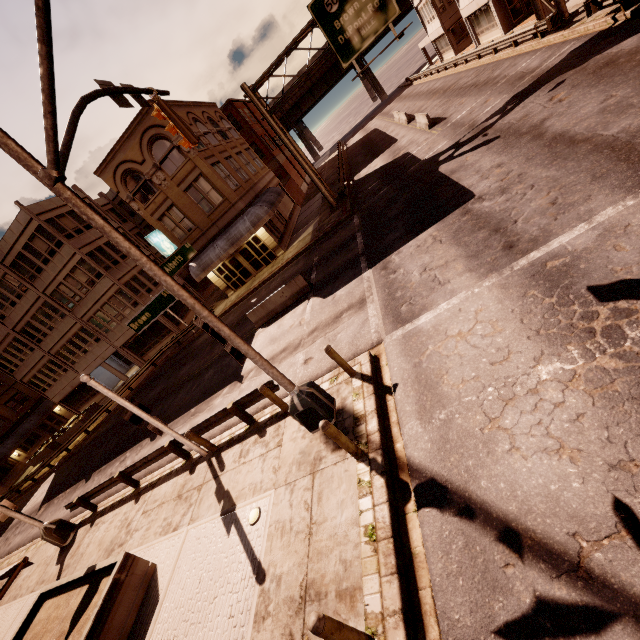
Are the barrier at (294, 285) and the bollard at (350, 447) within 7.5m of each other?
no

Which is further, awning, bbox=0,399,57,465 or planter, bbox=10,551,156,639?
awning, bbox=0,399,57,465

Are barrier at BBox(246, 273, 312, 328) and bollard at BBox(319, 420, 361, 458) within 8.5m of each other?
no

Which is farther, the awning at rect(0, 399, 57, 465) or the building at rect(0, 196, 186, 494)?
the awning at rect(0, 399, 57, 465)

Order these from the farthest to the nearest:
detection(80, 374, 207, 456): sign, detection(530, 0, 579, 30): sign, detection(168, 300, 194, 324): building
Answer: detection(168, 300, 194, 324): building
detection(530, 0, 579, 30): sign
detection(80, 374, 207, 456): sign

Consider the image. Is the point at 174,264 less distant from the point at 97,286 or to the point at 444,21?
the point at 97,286

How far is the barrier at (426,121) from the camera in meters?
23.3 m

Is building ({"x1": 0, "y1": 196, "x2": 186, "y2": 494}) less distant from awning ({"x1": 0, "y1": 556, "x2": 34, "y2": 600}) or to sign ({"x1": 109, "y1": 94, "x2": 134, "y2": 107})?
sign ({"x1": 109, "y1": 94, "x2": 134, "y2": 107})
